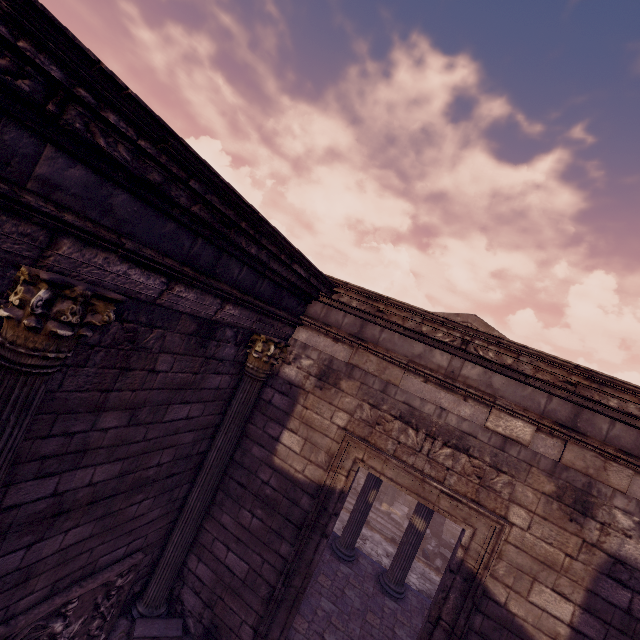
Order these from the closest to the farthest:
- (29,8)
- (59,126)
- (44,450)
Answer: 1. (29,8)
2. (59,126)
3. (44,450)

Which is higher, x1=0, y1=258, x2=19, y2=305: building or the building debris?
x1=0, y1=258, x2=19, y2=305: building

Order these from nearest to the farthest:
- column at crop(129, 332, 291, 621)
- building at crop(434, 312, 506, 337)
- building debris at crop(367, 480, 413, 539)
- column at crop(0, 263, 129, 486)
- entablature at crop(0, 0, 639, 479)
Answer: entablature at crop(0, 0, 639, 479)
column at crop(0, 263, 129, 486)
column at crop(129, 332, 291, 621)
building at crop(434, 312, 506, 337)
building debris at crop(367, 480, 413, 539)

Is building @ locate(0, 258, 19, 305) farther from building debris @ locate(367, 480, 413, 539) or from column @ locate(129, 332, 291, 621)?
building debris @ locate(367, 480, 413, 539)

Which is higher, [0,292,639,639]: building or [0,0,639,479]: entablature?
[0,0,639,479]: entablature

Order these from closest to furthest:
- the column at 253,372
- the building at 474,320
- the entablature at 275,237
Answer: the entablature at 275,237 < the column at 253,372 < the building at 474,320

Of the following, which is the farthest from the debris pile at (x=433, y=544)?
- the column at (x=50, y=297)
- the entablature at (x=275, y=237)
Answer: the column at (x=50, y=297)

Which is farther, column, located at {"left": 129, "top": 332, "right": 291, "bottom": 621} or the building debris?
the building debris
